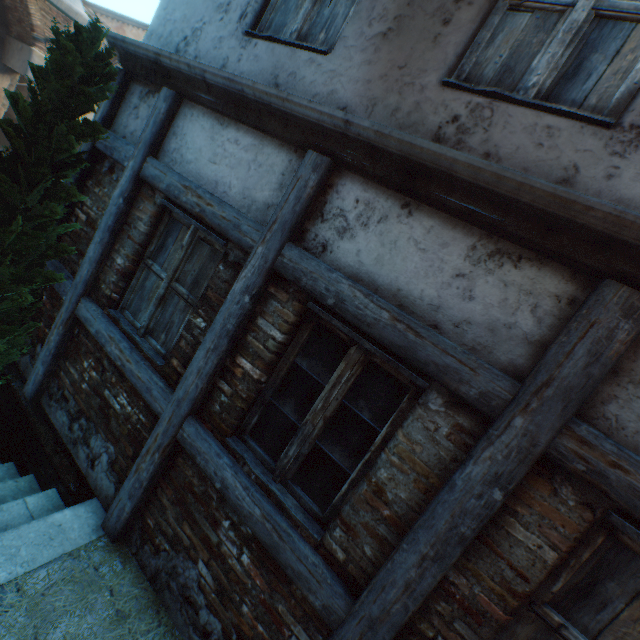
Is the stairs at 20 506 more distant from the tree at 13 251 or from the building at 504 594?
the building at 504 594

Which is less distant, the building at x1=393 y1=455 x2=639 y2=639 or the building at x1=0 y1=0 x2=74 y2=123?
the building at x1=393 y1=455 x2=639 y2=639

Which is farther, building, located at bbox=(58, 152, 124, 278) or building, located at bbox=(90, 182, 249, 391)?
building, located at bbox=(58, 152, 124, 278)

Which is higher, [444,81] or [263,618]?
[444,81]

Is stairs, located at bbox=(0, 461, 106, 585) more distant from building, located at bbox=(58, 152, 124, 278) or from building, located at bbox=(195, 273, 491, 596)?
building, located at bbox=(195, 273, 491, 596)

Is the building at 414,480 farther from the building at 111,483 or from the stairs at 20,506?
the stairs at 20,506

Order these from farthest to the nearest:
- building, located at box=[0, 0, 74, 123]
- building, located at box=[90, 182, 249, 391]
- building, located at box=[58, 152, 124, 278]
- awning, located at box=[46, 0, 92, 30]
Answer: building, located at box=[0, 0, 74, 123], awning, located at box=[46, 0, 92, 30], building, located at box=[58, 152, 124, 278], building, located at box=[90, 182, 249, 391]

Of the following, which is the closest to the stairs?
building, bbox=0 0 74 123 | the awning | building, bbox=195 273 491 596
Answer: building, bbox=0 0 74 123
